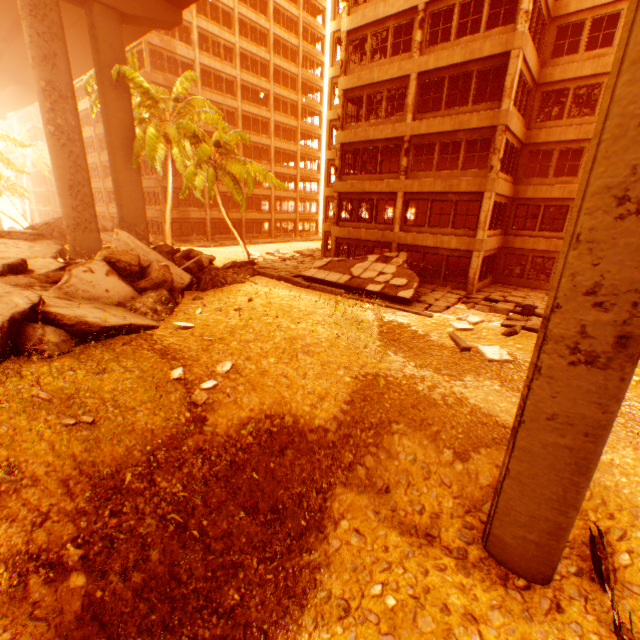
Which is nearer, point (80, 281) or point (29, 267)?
point (80, 281)

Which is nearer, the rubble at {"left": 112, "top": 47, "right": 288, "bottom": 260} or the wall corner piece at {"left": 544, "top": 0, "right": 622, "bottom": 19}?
the wall corner piece at {"left": 544, "top": 0, "right": 622, "bottom": 19}

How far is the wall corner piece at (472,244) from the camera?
17.7m

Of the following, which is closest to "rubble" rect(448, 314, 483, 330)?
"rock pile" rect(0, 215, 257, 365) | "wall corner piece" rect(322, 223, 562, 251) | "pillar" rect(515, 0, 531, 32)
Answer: "rock pile" rect(0, 215, 257, 365)

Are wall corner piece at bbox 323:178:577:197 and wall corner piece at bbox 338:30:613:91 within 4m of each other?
no

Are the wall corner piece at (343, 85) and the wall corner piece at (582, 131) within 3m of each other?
yes

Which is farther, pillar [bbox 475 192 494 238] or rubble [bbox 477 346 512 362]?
pillar [bbox 475 192 494 238]

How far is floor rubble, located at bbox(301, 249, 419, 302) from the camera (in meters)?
16.95
